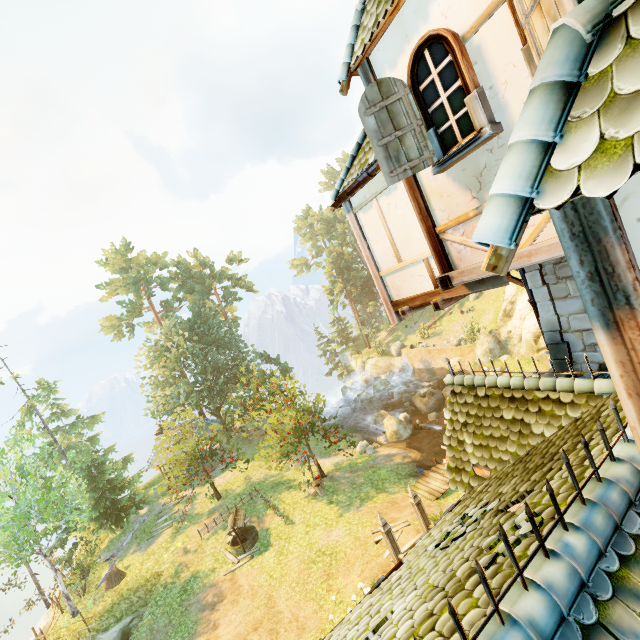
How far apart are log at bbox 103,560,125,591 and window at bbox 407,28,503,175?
25.8 meters

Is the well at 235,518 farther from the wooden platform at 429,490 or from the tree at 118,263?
the wooden platform at 429,490

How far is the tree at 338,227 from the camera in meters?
50.0

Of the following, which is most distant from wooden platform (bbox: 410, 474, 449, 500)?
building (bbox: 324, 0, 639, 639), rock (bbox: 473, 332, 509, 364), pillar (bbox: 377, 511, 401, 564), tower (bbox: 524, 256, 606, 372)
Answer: rock (bbox: 473, 332, 509, 364)

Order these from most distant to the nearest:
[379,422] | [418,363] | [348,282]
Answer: [348,282]
[418,363]
[379,422]

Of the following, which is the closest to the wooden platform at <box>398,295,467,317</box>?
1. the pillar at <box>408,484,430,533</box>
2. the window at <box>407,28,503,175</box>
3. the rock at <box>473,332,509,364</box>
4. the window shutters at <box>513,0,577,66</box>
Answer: the window at <box>407,28,503,175</box>

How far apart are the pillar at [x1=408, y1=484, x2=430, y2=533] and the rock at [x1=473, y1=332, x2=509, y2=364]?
19.88m

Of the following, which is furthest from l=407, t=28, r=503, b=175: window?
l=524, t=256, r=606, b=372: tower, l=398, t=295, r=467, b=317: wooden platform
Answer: l=524, t=256, r=606, b=372: tower
